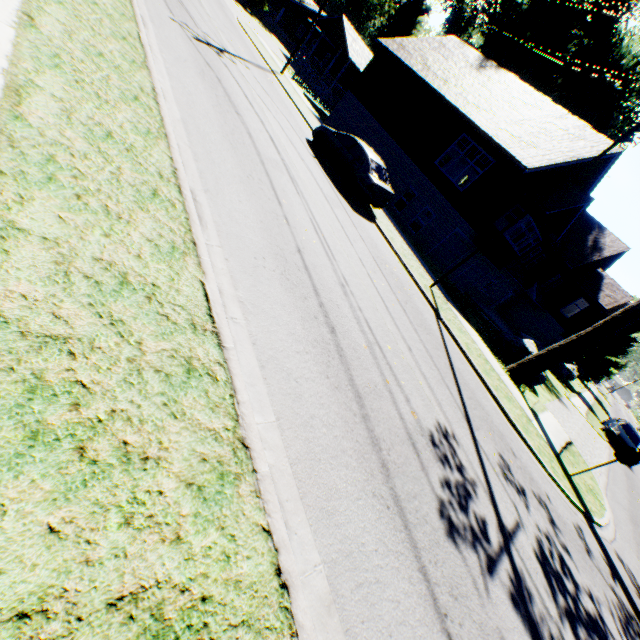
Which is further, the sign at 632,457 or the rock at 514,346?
the rock at 514,346

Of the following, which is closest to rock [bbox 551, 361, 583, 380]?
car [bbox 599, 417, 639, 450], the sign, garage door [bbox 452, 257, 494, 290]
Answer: car [bbox 599, 417, 639, 450]

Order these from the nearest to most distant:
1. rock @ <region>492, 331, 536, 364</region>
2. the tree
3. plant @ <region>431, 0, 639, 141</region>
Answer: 1. the tree
2. rock @ <region>492, 331, 536, 364</region>
3. plant @ <region>431, 0, 639, 141</region>

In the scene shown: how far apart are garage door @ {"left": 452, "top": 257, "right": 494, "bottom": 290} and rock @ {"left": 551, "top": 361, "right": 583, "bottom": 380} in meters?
16.5 m

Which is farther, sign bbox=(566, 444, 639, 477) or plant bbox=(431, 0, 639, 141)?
plant bbox=(431, 0, 639, 141)

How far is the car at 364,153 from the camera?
12.7m

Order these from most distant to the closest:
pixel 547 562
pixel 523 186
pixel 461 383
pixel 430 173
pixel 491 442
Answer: pixel 430 173
pixel 523 186
pixel 461 383
pixel 491 442
pixel 547 562

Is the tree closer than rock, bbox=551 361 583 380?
Yes
